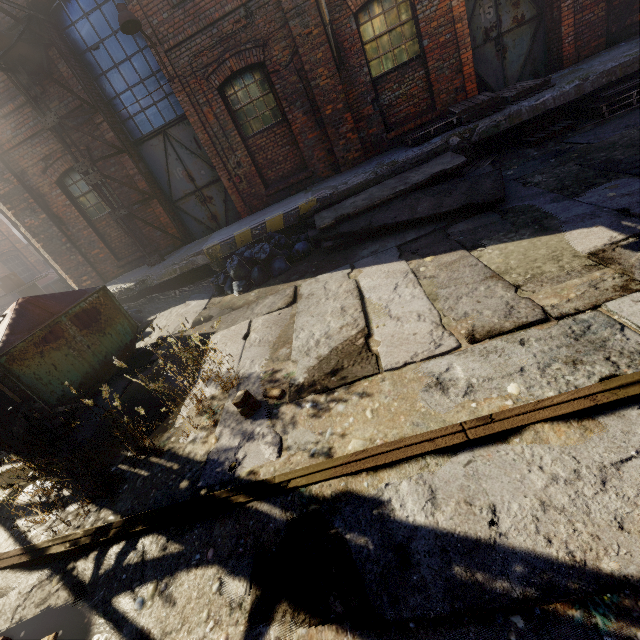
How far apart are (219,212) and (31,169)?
4.7 meters

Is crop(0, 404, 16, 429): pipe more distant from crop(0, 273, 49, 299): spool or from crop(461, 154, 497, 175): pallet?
crop(461, 154, 497, 175): pallet

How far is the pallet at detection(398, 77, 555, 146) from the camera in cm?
673

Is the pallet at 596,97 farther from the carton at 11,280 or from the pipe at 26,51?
the carton at 11,280

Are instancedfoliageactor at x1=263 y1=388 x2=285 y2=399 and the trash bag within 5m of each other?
yes

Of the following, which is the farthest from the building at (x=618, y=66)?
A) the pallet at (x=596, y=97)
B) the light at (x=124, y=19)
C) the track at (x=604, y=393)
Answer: the track at (x=604, y=393)

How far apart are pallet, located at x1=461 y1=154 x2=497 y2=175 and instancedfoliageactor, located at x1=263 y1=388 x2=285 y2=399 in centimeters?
588cm

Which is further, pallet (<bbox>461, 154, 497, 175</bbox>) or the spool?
the spool
